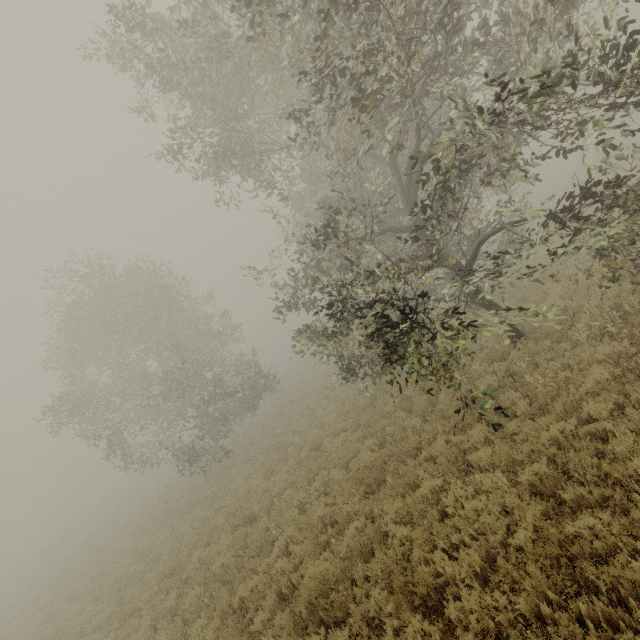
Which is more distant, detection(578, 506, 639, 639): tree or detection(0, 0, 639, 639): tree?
detection(0, 0, 639, 639): tree

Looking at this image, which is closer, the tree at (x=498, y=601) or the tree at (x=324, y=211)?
the tree at (x=498, y=601)

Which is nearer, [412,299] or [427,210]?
[412,299]
